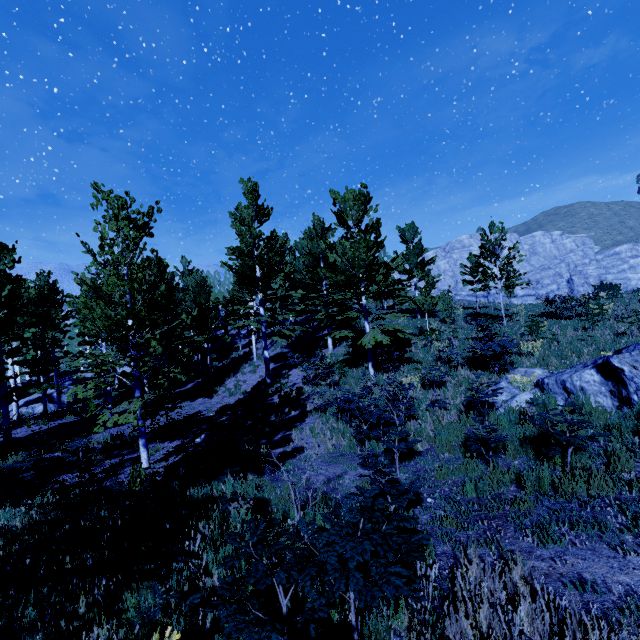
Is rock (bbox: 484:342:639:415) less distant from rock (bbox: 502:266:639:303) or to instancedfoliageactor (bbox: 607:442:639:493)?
instancedfoliageactor (bbox: 607:442:639:493)

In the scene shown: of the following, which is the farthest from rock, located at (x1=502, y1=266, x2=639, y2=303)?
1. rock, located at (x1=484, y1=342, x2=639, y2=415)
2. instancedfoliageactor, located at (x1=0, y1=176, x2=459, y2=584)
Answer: rock, located at (x1=484, y1=342, x2=639, y2=415)

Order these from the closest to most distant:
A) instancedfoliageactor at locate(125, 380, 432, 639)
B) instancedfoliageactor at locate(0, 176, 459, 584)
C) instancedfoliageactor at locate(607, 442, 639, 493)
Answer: instancedfoliageactor at locate(125, 380, 432, 639), instancedfoliageactor at locate(607, 442, 639, 493), instancedfoliageactor at locate(0, 176, 459, 584)

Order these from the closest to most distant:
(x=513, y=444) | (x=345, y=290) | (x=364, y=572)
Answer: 1. (x=364, y=572)
2. (x=513, y=444)
3. (x=345, y=290)

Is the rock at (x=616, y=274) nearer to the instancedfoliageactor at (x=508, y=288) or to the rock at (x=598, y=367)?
the instancedfoliageactor at (x=508, y=288)

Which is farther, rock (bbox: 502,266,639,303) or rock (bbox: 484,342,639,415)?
rock (bbox: 502,266,639,303)
